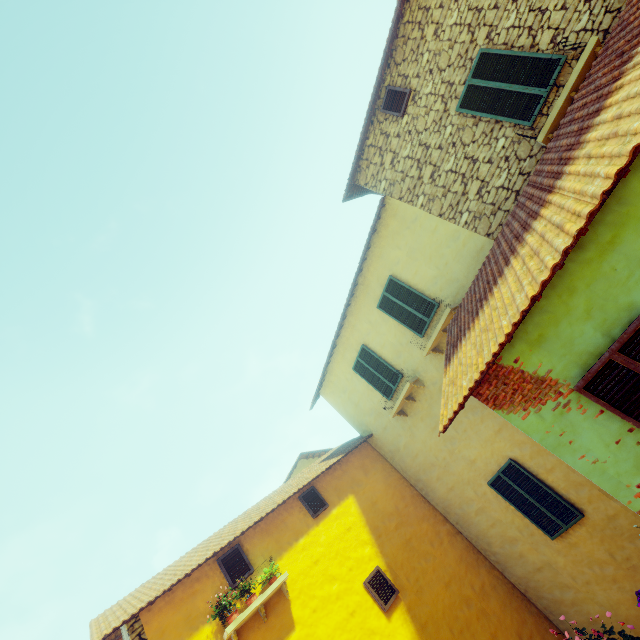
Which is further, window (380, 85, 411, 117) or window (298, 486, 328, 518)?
window (298, 486, 328, 518)

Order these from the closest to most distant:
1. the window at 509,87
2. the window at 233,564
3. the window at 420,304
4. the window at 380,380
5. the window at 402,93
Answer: the window at 509,87 < the window at 233,564 < the window at 402,93 < the window at 420,304 < the window at 380,380

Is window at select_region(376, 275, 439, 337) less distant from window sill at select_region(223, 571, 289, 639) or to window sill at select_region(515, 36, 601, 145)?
window sill at select_region(515, 36, 601, 145)

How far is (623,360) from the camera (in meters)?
3.29

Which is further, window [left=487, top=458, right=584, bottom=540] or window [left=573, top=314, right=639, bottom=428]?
window [left=487, top=458, right=584, bottom=540]

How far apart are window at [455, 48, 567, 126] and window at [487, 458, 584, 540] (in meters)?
7.40

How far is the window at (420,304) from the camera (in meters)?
8.62

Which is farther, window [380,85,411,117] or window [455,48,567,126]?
window [380,85,411,117]
